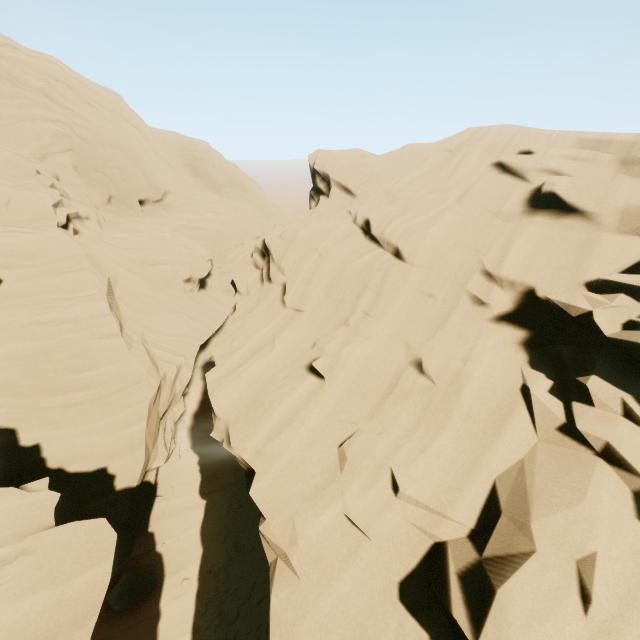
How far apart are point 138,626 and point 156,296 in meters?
17.8
